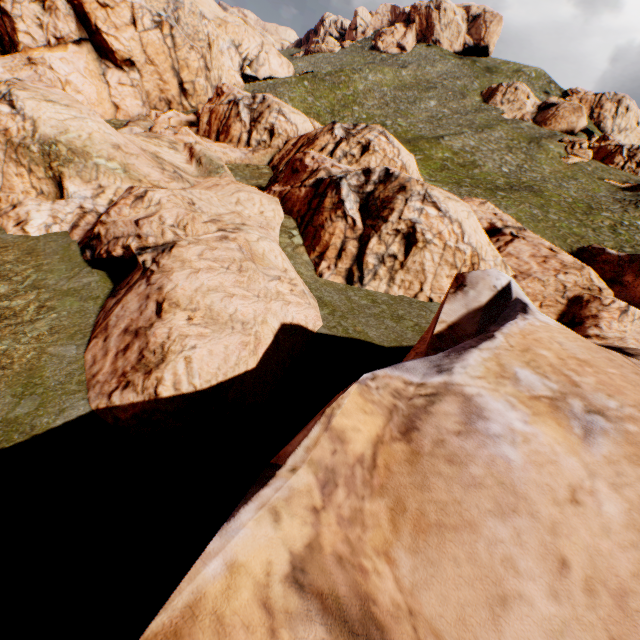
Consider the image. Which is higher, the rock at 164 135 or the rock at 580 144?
the rock at 580 144

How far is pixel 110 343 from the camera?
11.7 meters

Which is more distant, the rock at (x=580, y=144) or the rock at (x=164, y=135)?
the rock at (x=580, y=144)

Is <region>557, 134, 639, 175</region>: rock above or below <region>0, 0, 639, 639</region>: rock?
above

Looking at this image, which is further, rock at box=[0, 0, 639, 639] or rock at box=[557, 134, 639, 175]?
rock at box=[557, 134, 639, 175]
